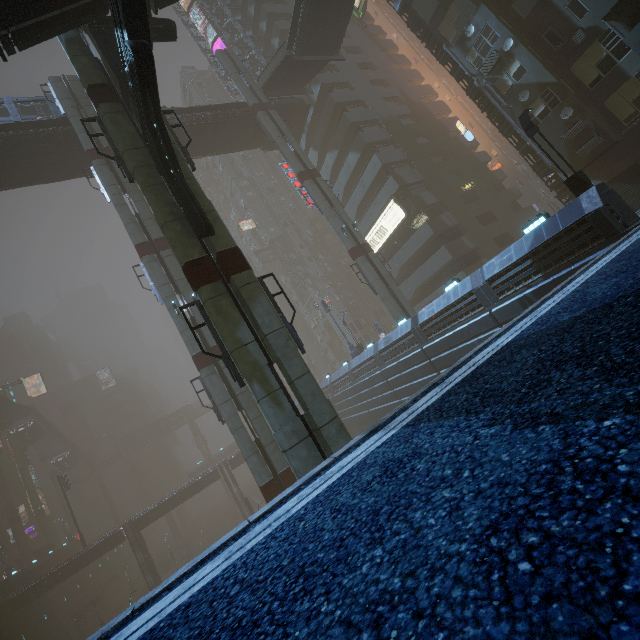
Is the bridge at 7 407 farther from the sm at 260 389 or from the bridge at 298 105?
the sm at 260 389

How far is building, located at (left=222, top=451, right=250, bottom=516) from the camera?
48.38m

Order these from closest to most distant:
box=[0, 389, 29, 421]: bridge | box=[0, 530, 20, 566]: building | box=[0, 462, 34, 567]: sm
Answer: box=[0, 462, 34, 567]: sm < box=[0, 389, 29, 421]: bridge < box=[0, 530, 20, 566]: building

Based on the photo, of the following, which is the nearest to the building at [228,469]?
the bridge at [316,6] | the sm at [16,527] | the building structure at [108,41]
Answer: the bridge at [316,6]

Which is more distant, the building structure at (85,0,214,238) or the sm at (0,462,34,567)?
the sm at (0,462,34,567)

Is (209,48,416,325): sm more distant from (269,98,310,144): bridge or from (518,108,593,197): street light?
(518,108,593,197): street light

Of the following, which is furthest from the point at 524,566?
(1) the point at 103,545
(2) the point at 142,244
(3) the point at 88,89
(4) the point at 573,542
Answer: (1) the point at 103,545

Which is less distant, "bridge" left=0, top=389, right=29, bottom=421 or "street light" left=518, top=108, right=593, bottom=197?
"street light" left=518, top=108, right=593, bottom=197
